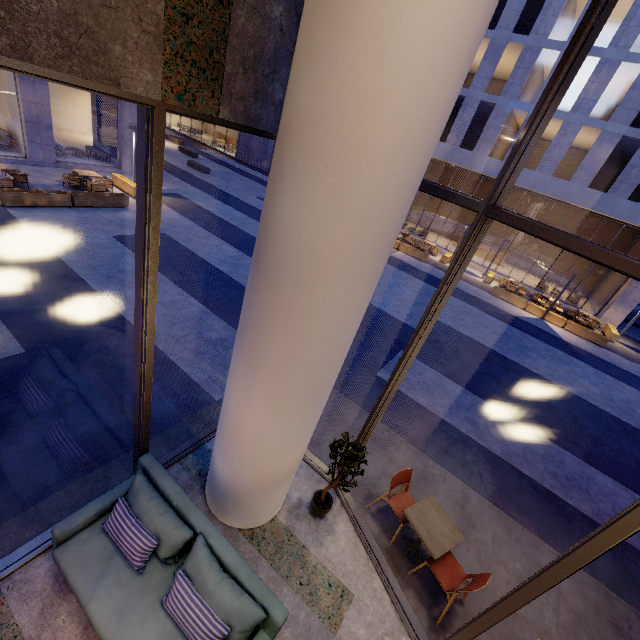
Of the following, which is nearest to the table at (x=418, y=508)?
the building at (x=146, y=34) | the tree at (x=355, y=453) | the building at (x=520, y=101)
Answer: the building at (x=146, y=34)

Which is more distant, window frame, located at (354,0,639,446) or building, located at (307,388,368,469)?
building, located at (307,388,368,469)

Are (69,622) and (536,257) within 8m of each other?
no

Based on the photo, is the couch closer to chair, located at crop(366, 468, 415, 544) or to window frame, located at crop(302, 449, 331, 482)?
window frame, located at crop(302, 449, 331, 482)

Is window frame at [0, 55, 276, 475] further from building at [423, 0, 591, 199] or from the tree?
building at [423, 0, 591, 199]

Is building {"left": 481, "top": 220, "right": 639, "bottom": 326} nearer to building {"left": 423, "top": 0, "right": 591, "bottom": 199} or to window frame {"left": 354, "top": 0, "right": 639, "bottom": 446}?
building {"left": 423, "top": 0, "right": 591, "bottom": 199}

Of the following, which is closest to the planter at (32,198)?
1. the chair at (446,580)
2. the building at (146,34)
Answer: the building at (146,34)

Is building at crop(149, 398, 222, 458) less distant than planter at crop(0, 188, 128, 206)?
Yes
